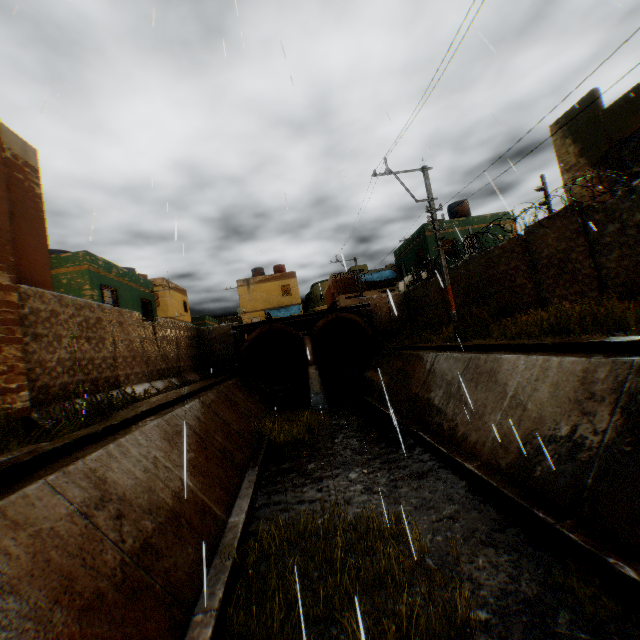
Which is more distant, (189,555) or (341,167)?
(341,167)

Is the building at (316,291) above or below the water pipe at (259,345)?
above

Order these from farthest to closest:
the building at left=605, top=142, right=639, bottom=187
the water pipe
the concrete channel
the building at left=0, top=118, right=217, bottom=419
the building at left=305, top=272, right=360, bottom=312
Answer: the building at left=305, top=272, right=360, bottom=312 < the water pipe < the building at left=605, top=142, right=639, bottom=187 < the building at left=0, top=118, right=217, bottom=419 < the concrete channel

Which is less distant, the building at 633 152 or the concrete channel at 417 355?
the concrete channel at 417 355

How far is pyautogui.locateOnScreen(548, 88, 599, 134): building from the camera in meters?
12.4 m

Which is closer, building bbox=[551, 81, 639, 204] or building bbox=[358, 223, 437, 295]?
building bbox=[551, 81, 639, 204]
